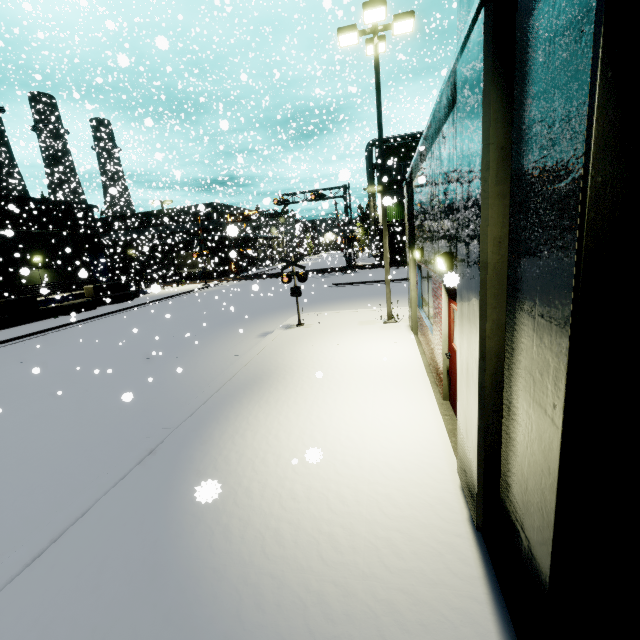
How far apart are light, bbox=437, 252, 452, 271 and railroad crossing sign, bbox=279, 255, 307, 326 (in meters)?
7.72

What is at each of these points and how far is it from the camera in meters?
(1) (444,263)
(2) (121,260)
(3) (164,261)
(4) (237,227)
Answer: (1) light, 5.0 m
(2) cargo car, 47.0 m
(3) cargo container, 45.7 m
(4) building, 54.2 m

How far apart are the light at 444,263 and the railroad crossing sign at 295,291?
7.7 meters

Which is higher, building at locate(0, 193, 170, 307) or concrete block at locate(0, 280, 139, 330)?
building at locate(0, 193, 170, 307)

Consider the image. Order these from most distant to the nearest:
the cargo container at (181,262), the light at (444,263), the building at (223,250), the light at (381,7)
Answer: the building at (223,250) < the cargo container at (181,262) < the light at (381,7) < the light at (444,263)

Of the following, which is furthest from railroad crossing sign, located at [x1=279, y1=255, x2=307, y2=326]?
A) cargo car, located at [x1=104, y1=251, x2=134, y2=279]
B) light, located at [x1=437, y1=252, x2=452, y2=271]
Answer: cargo car, located at [x1=104, y1=251, x2=134, y2=279]

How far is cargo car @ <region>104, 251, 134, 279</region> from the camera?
46.4 meters

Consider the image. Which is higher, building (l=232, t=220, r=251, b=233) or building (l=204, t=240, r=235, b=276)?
building (l=232, t=220, r=251, b=233)
